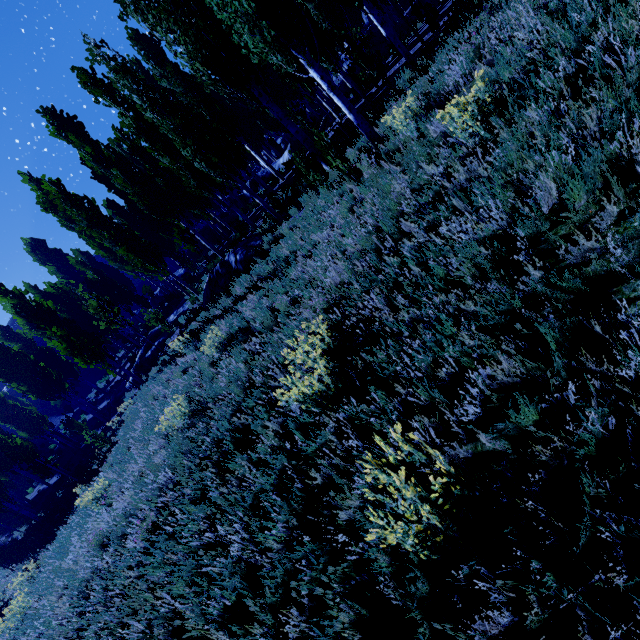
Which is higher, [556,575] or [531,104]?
[531,104]

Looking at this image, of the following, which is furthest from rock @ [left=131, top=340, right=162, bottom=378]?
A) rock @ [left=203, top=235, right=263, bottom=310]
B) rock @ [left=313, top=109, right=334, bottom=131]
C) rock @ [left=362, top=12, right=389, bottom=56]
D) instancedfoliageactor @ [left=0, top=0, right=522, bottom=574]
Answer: rock @ [left=362, top=12, right=389, bottom=56]

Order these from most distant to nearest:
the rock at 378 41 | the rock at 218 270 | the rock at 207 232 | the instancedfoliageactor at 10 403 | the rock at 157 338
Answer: the rock at 207 232, the rock at 378 41, the rock at 157 338, the rock at 218 270, the instancedfoliageactor at 10 403

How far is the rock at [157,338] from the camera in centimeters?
1914cm

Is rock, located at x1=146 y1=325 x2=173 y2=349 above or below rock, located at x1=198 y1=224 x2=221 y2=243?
below

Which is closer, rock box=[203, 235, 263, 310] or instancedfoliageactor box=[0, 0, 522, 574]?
instancedfoliageactor box=[0, 0, 522, 574]

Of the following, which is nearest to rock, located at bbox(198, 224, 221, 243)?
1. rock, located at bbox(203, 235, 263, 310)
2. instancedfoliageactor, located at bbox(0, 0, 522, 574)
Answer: instancedfoliageactor, located at bbox(0, 0, 522, 574)

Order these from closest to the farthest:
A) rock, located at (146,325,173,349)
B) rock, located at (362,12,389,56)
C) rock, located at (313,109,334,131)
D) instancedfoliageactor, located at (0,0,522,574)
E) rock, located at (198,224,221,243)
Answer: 1. instancedfoliageactor, located at (0,0,522,574)
2. rock, located at (313,109,334,131)
3. rock, located at (146,325,173,349)
4. rock, located at (362,12,389,56)
5. rock, located at (198,224,221,243)
